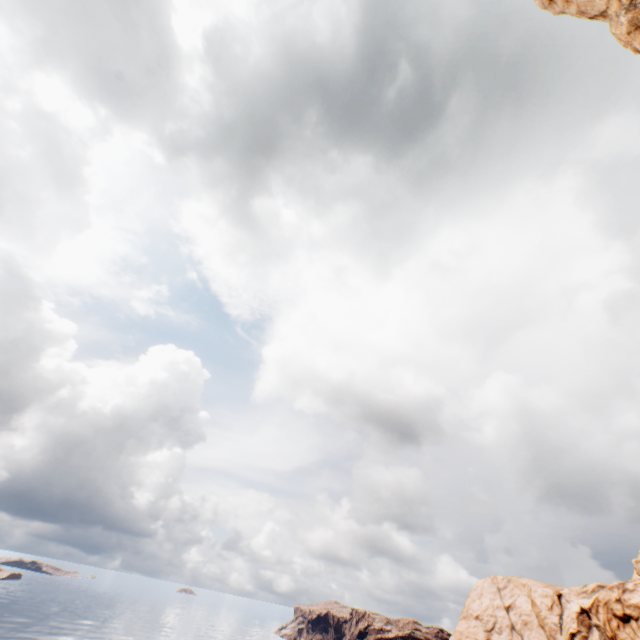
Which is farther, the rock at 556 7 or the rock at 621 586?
the rock at 621 586

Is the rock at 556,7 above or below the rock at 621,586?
above

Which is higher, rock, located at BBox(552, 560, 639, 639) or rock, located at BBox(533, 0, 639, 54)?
rock, located at BBox(533, 0, 639, 54)

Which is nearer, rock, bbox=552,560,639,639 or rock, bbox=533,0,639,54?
rock, bbox=533,0,639,54

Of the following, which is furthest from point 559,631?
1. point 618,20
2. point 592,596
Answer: point 618,20
